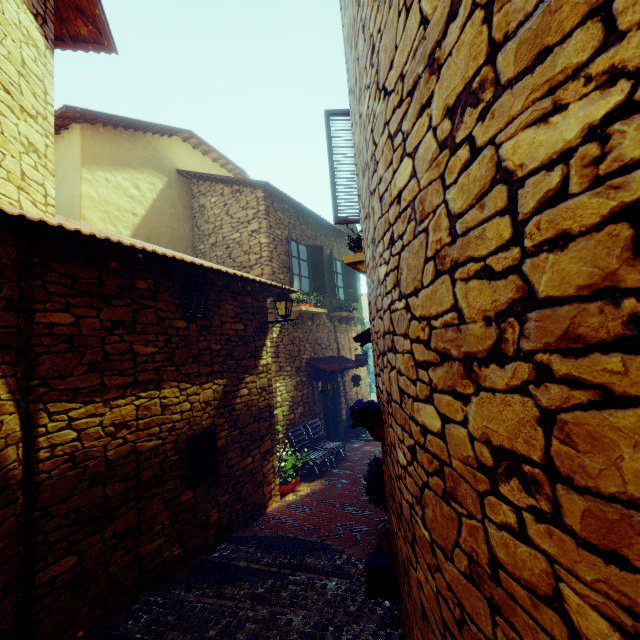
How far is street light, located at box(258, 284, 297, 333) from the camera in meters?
6.4

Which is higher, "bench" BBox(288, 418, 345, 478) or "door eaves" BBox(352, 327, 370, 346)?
"door eaves" BBox(352, 327, 370, 346)

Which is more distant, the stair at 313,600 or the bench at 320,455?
the bench at 320,455

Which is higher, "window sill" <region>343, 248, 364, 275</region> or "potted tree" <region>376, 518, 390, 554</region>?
"window sill" <region>343, 248, 364, 275</region>

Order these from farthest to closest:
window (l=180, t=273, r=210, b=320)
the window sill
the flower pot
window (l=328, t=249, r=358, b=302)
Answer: window (l=328, t=249, r=358, b=302)
window (l=180, t=273, r=210, b=320)
the window sill
the flower pot

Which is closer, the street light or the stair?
the stair

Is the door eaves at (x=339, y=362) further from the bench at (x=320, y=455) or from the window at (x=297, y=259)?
the window at (x=297, y=259)

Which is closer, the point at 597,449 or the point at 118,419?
the point at 597,449
